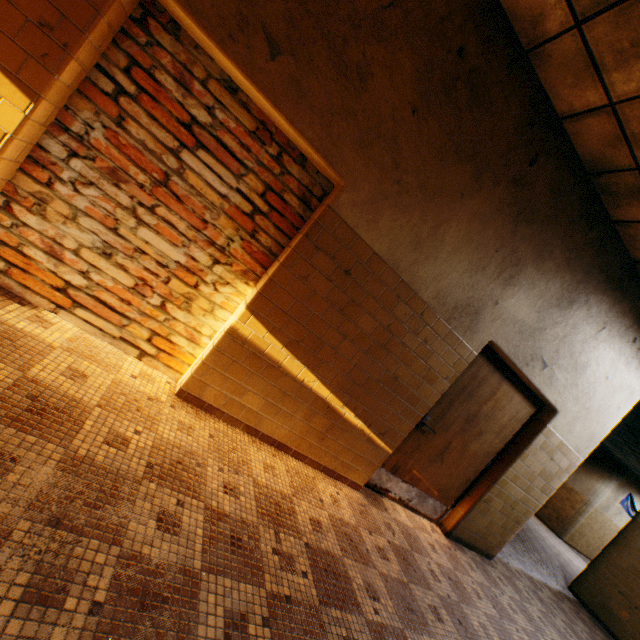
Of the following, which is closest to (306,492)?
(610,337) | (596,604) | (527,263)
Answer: (527,263)

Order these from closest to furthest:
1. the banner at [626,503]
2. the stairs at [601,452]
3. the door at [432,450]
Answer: the door at [432,450] < the stairs at [601,452] < the banner at [626,503]

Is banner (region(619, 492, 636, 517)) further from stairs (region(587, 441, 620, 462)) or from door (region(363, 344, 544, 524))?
door (region(363, 344, 544, 524))

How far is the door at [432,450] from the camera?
3.8m

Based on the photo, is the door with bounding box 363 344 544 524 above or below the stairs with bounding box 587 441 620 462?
below

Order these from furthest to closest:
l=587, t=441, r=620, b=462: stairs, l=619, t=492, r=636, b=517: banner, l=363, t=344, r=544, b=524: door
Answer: l=619, t=492, r=636, b=517: banner, l=587, t=441, r=620, b=462: stairs, l=363, t=344, r=544, b=524: door

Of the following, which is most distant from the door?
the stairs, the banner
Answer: the banner
